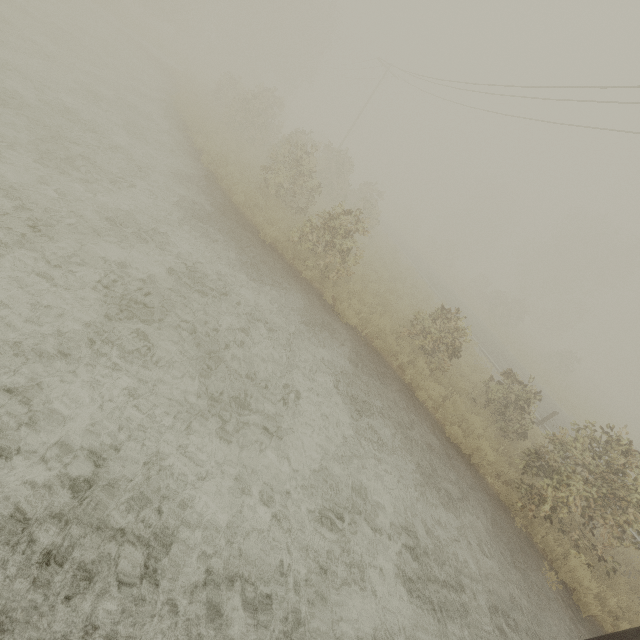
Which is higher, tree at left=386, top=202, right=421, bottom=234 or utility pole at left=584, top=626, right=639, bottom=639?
tree at left=386, top=202, right=421, bottom=234

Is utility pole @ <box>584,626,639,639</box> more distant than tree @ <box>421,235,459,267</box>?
No

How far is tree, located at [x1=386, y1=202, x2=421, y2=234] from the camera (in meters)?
53.31

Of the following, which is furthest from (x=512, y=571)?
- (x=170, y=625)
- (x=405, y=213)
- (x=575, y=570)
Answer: (x=405, y=213)

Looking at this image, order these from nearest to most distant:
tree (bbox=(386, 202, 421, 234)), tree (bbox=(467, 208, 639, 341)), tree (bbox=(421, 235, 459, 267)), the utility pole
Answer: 1. the utility pole
2. tree (bbox=(467, 208, 639, 341))
3. tree (bbox=(421, 235, 459, 267))
4. tree (bbox=(386, 202, 421, 234))

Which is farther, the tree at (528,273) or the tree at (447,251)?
the tree at (447,251)

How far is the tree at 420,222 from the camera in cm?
5331
